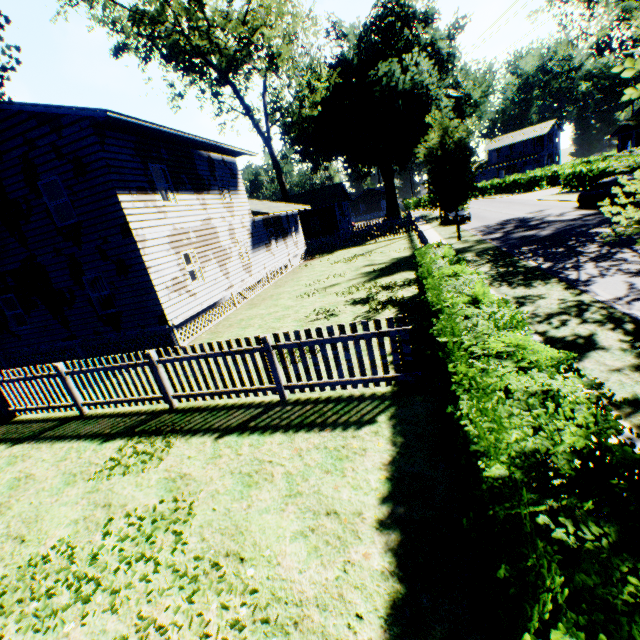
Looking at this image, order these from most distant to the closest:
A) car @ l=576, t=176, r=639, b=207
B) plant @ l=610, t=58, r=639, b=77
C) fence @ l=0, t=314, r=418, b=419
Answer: car @ l=576, t=176, r=639, b=207 → fence @ l=0, t=314, r=418, b=419 → plant @ l=610, t=58, r=639, b=77

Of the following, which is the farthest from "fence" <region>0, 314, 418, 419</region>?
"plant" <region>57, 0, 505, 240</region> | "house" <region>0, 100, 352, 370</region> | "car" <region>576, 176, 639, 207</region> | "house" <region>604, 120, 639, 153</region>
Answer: "house" <region>604, 120, 639, 153</region>

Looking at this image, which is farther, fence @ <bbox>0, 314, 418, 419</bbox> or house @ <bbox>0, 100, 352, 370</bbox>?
house @ <bbox>0, 100, 352, 370</bbox>

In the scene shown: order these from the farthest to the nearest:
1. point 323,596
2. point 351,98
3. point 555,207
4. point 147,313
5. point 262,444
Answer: point 351,98 → point 555,207 → point 147,313 → point 262,444 → point 323,596

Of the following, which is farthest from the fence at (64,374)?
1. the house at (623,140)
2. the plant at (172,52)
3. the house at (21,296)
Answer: the house at (623,140)

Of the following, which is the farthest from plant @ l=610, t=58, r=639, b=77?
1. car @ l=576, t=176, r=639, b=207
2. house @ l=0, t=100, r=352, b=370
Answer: car @ l=576, t=176, r=639, b=207

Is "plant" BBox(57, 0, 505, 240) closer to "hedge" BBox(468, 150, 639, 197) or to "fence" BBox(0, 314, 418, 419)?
"fence" BBox(0, 314, 418, 419)

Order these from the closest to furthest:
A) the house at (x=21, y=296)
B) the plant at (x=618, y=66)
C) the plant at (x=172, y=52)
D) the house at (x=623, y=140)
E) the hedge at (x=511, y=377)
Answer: the hedge at (x=511, y=377) < the plant at (x=618, y=66) < the house at (x=21, y=296) < the plant at (x=172, y=52) < the house at (x=623, y=140)
